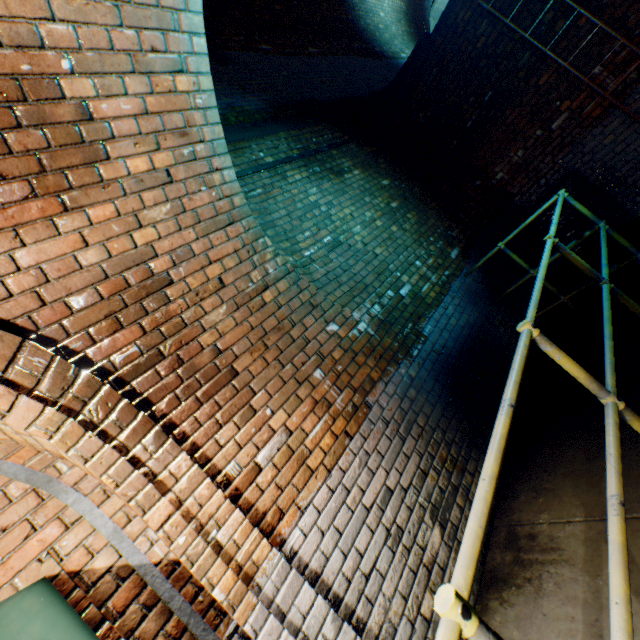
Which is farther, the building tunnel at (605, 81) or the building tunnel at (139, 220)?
the building tunnel at (605, 81)

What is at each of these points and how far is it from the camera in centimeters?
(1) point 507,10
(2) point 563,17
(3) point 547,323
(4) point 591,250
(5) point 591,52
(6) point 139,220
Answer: (1) building tunnel, 431cm
(2) building tunnel, 407cm
(3) building tunnel, 461cm
(4) building tunnel, 513cm
(5) building tunnel, 409cm
(6) building tunnel, 191cm

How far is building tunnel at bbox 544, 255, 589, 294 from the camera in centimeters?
517cm

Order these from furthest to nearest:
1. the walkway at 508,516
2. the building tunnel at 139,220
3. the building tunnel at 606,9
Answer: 1. the building tunnel at 606,9
2. the building tunnel at 139,220
3. the walkway at 508,516

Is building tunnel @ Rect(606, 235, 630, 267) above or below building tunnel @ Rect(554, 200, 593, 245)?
below

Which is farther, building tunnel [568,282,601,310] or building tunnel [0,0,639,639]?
building tunnel [568,282,601,310]
